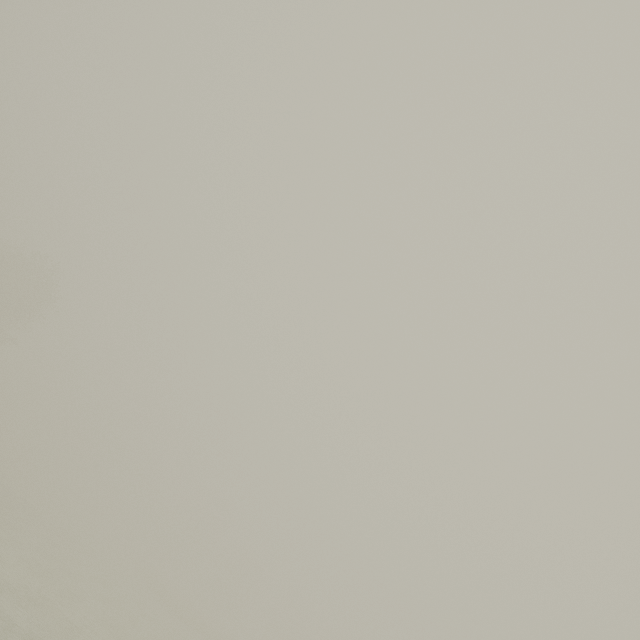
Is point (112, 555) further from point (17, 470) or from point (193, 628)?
point (17, 470)
